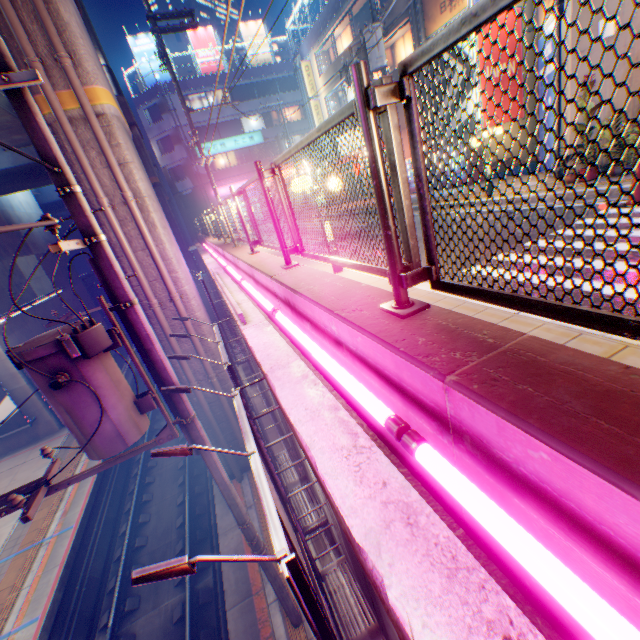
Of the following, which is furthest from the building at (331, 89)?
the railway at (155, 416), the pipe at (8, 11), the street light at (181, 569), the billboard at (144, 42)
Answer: the street light at (181, 569)

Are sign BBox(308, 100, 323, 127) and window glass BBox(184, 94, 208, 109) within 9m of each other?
no

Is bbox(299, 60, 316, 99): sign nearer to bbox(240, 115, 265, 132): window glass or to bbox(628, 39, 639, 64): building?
bbox(240, 115, 265, 132): window glass

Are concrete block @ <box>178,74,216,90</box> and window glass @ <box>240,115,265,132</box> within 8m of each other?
yes

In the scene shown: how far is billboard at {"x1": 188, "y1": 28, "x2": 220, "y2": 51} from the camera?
34.2m

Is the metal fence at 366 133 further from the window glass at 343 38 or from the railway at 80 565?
the window glass at 343 38

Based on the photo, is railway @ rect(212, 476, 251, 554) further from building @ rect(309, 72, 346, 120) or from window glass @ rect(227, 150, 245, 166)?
building @ rect(309, 72, 346, 120)

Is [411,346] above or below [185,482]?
above
